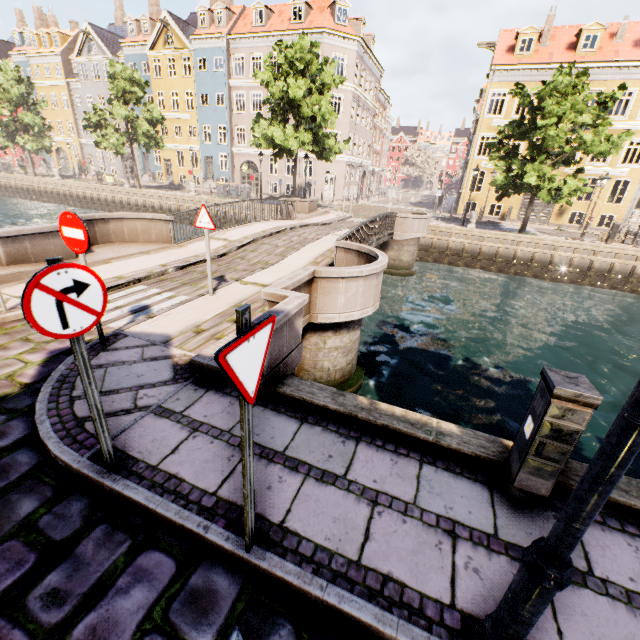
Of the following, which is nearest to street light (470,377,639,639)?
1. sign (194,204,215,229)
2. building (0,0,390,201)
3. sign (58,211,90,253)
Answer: sign (58,211,90,253)

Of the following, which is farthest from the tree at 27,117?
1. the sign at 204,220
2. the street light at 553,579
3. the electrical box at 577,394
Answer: the sign at 204,220

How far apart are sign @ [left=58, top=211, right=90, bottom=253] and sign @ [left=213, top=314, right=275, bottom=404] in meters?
3.7 m

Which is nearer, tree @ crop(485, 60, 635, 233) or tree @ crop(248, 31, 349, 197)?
tree @ crop(485, 60, 635, 233)

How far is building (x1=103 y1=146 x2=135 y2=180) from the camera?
41.09m

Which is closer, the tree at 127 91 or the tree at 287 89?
the tree at 287 89

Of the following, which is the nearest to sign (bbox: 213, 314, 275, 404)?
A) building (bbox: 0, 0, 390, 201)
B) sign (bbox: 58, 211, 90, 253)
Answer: sign (bbox: 58, 211, 90, 253)

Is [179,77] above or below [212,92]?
above
